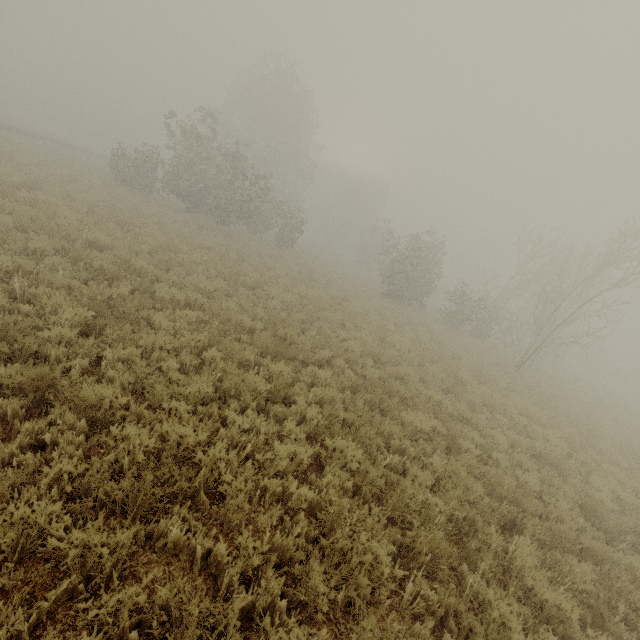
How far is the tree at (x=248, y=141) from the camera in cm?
2352

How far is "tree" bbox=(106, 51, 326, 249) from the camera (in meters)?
23.52

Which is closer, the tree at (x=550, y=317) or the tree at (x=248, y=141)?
the tree at (x=550, y=317)

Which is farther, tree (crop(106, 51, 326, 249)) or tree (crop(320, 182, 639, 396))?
tree (crop(106, 51, 326, 249))

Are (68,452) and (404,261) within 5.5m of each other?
no
